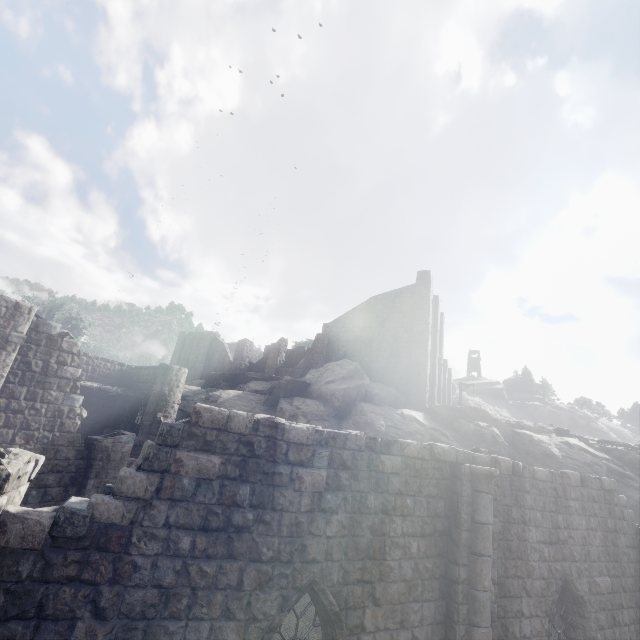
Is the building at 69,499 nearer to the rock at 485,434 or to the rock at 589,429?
the rock at 485,434

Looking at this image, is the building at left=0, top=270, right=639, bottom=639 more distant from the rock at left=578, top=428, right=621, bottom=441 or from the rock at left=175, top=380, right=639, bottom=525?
the rock at left=578, top=428, right=621, bottom=441

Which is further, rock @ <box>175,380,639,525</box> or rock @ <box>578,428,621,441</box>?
rock @ <box>578,428,621,441</box>

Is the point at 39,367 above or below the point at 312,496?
above

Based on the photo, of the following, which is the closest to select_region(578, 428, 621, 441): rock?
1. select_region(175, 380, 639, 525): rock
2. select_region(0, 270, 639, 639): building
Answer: select_region(0, 270, 639, 639): building

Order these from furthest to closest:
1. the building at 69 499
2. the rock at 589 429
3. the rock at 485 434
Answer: the rock at 589 429, the rock at 485 434, the building at 69 499

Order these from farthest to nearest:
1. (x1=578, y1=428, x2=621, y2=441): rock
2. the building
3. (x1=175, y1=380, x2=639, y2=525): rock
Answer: (x1=578, y1=428, x2=621, y2=441): rock, (x1=175, y1=380, x2=639, y2=525): rock, the building
